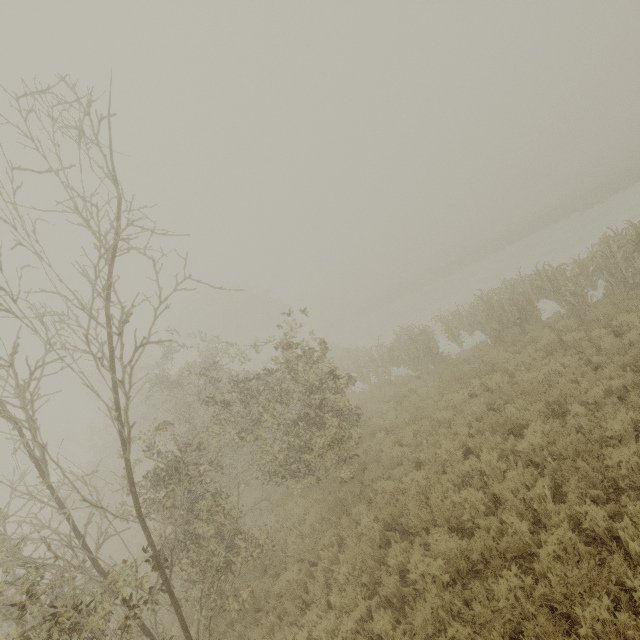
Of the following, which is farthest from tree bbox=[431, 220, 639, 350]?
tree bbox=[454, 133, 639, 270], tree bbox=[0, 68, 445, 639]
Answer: tree bbox=[454, 133, 639, 270]

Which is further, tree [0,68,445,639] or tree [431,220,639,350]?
tree [431,220,639,350]

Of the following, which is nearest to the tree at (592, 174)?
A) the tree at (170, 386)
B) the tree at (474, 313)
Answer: the tree at (474, 313)

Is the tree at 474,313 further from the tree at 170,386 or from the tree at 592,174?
the tree at 592,174

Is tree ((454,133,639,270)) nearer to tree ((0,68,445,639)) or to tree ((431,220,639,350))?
tree ((431,220,639,350))

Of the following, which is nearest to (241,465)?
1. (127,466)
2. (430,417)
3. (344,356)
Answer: (127,466)
